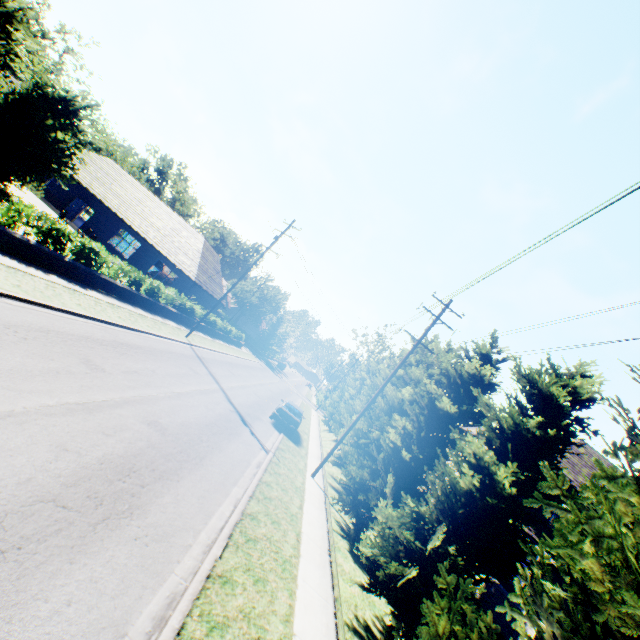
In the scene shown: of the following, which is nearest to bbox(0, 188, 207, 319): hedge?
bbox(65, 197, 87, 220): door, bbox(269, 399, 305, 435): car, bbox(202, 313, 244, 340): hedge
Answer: bbox(269, 399, 305, 435): car

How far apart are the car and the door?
27.4 meters

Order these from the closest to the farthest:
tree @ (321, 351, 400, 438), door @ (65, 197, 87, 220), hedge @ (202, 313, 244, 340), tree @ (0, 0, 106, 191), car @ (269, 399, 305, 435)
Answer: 1. tree @ (0, 0, 106, 191)
2. car @ (269, 399, 305, 435)
3. tree @ (321, 351, 400, 438)
4. door @ (65, 197, 87, 220)
5. hedge @ (202, 313, 244, 340)

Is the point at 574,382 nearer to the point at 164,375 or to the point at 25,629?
the point at 25,629

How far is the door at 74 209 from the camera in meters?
30.6

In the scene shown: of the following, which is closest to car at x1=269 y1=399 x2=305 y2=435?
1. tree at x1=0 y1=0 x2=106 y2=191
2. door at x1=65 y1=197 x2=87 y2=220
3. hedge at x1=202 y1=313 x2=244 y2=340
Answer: tree at x1=0 y1=0 x2=106 y2=191

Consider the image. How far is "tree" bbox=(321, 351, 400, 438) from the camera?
24.62m

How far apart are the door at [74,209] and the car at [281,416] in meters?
27.4 m
